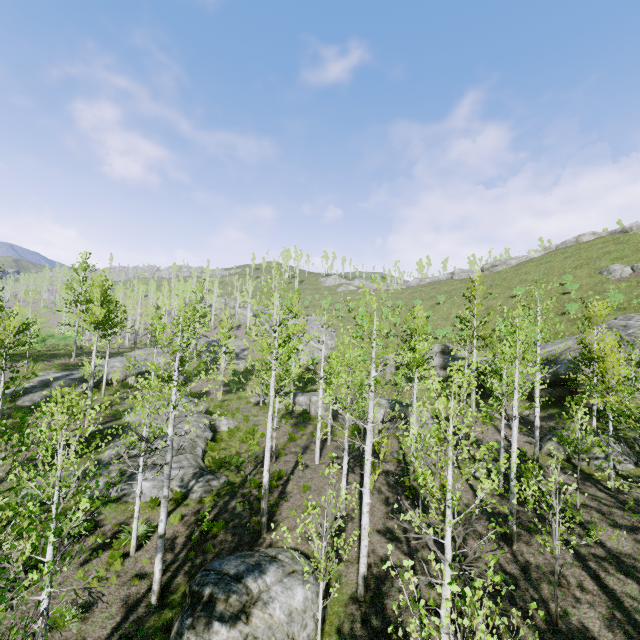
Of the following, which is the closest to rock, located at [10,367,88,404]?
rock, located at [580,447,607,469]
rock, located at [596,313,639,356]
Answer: rock, located at [596,313,639,356]

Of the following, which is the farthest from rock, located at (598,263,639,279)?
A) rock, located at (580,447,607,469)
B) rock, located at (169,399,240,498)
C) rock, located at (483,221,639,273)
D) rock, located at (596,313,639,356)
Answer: rock, located at (169,399,240,498)

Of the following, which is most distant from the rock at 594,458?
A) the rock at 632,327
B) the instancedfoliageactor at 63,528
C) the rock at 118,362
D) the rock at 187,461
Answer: the rock at 118,362

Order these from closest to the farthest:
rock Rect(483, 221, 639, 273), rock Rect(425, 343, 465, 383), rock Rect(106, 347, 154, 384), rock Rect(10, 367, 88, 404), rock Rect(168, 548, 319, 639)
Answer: rock Rect(168, 548, 319, 639) → rock Rect(10, 367, 88, 404) → rock Rect(425, 343, 465, 383) → rock Rect(106, 347, 154, 384) → rock Rect(483, 221, 639, 273)

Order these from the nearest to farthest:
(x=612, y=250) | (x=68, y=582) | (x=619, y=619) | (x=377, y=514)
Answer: (x=619, y=619) → (x=68, y=582) → (x=377, y=514) → (x=612, y=250)

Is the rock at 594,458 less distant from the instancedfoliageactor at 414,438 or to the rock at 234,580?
the instancedfoliageactor at 414,438

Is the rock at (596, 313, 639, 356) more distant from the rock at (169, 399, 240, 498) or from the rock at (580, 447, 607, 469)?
the rock at (169, 399, 240, 498)

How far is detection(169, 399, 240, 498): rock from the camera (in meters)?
15.58
